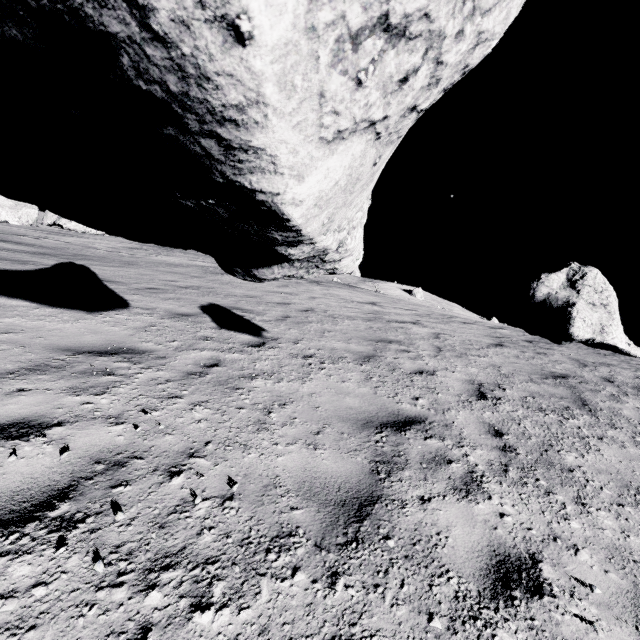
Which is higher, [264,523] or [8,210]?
[8,210]

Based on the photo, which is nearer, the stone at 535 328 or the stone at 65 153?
the stone at 65 153

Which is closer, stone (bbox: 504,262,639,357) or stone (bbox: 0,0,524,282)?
stone (bbox: 0,0,524,282)
